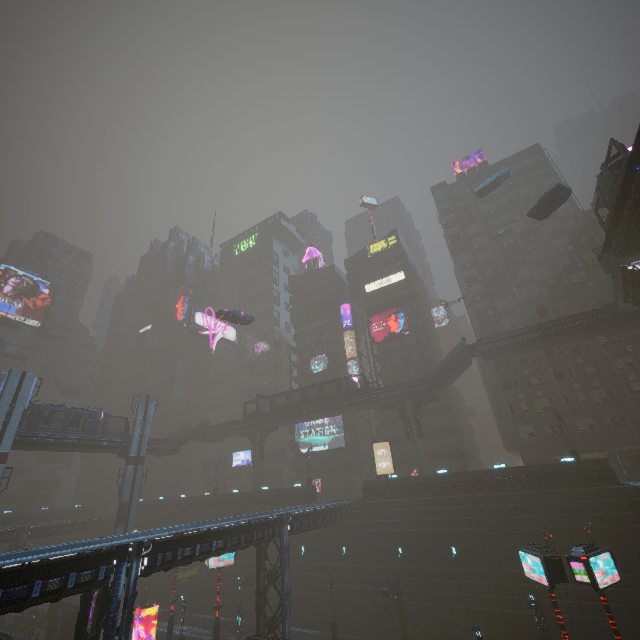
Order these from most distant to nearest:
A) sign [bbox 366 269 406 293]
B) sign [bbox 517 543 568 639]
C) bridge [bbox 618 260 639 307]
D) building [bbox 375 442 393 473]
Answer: sign [bbox 366 269 406 293] < building [bbox 375 442 393 473] < bridge [bbox 618 260 639 307] < sign [bbox 517 543 568 639]

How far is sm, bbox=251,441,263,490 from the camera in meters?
49.4 m

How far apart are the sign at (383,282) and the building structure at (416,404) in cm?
2271

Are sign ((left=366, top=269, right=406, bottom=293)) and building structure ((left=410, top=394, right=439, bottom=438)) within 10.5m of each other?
no

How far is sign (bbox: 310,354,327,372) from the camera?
57.56m

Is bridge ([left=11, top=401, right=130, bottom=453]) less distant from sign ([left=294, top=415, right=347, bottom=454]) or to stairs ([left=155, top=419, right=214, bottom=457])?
stairs ([left=155, top=419, right=214, bottom=457])

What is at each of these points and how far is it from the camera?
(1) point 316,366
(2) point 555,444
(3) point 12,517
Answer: (1) sign, 58.5m
(2) building, 38.8m
(3) building, 58.9m

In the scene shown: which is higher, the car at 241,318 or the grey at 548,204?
the grey at 548,204
